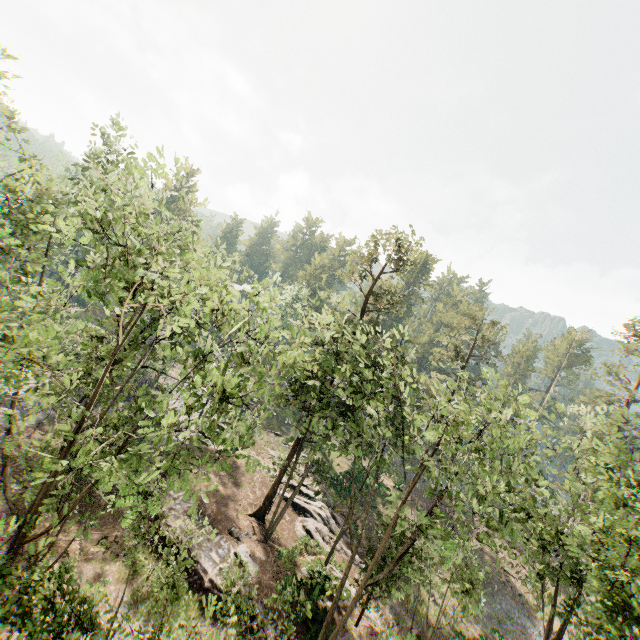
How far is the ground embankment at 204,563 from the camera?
19.0 meters

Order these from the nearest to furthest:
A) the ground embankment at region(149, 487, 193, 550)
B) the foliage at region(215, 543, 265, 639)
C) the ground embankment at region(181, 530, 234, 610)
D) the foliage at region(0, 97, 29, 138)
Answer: the foliage at region(215, 543, 265, 639) < the ground embankment at region(181, 530, 234, 610) < the ground embankment at region(149, 487, 193, 550) < the foliage at region(0, 97, 29, 138)

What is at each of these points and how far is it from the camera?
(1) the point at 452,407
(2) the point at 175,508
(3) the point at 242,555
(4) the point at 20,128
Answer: (1) foliage, 21.28m
(2) ground embankment, 23.16m
(3) foliage, 21.59m
(4) foliage, 27.81m

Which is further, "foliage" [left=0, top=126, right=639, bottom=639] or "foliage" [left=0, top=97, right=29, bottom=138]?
"foliage" [left=0, top=97, right=29, bottom=138]

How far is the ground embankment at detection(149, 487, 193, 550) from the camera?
21.2m

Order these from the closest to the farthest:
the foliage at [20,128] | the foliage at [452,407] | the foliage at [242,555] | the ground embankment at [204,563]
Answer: the foliage at [452,407] < the foliage at [242,555] < the ground embankment at [204,563] < the foliage at [20,128]

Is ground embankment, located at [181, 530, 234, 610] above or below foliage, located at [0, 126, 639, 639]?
below
